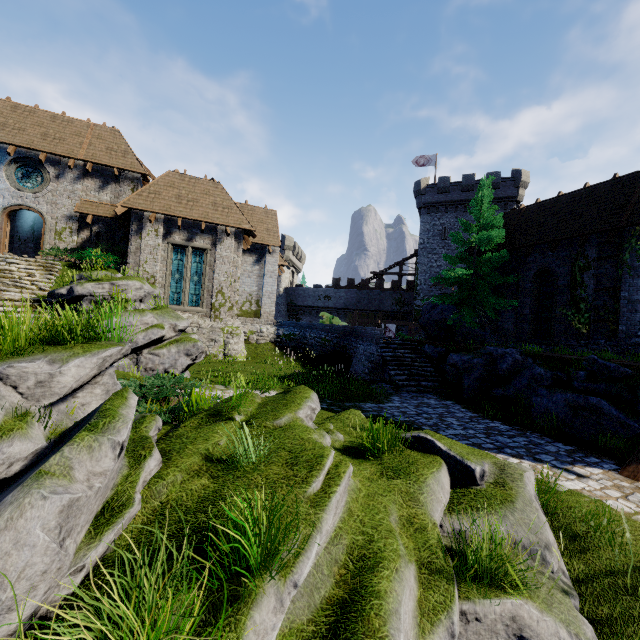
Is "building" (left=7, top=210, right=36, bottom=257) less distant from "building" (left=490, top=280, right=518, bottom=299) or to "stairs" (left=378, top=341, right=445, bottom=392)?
"stairs" (left=378, top=341, right=445, bottom=392)

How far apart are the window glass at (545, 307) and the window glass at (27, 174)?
28.6m

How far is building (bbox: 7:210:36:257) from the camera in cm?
2170

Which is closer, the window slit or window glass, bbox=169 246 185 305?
window glass, bbox=169 246 185 305

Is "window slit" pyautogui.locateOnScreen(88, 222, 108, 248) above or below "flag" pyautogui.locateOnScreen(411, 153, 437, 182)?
below

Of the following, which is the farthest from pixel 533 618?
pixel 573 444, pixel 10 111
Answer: pixel 10 111

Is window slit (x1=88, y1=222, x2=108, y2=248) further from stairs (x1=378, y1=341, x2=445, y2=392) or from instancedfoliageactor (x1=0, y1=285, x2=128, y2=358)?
stairs (x1=378, y1=341, x2=445, y2=392)

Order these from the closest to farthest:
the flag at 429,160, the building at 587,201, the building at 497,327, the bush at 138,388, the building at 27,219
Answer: the bush at 138,388 → the building at 587,201 → the building at 497,327 → the building at 27,219 → the flag at 429,160
